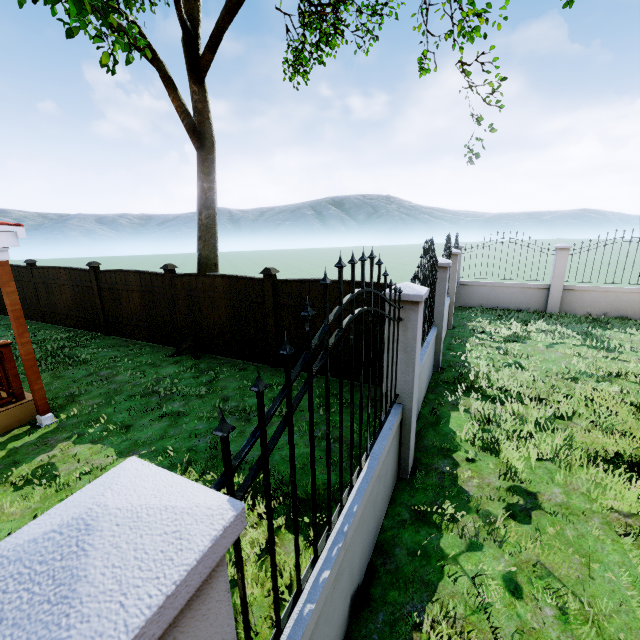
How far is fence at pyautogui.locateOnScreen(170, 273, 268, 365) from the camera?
7.2m

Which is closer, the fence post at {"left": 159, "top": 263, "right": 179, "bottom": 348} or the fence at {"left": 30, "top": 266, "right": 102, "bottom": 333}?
the fence post at {"left": 159, "top": 263, "right": 179, "bottom": 348}

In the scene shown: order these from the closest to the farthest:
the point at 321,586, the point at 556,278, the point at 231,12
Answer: the point at 321,586 → the point at 231,12 → the point at 556,278

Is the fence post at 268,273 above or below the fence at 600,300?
above

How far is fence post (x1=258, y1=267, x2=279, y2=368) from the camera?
6.7 meters

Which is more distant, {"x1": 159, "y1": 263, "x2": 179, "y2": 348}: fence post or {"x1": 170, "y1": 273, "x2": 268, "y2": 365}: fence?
{"x1": 159, "y1": 263, "x2": 179, "y2": 348}: fence post

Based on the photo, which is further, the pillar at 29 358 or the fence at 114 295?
the fence at 114 295

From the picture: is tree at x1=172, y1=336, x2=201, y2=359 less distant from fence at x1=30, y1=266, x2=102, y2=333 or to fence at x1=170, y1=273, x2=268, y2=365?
fence at x1=170, y1=273, x2=268, y2=365
